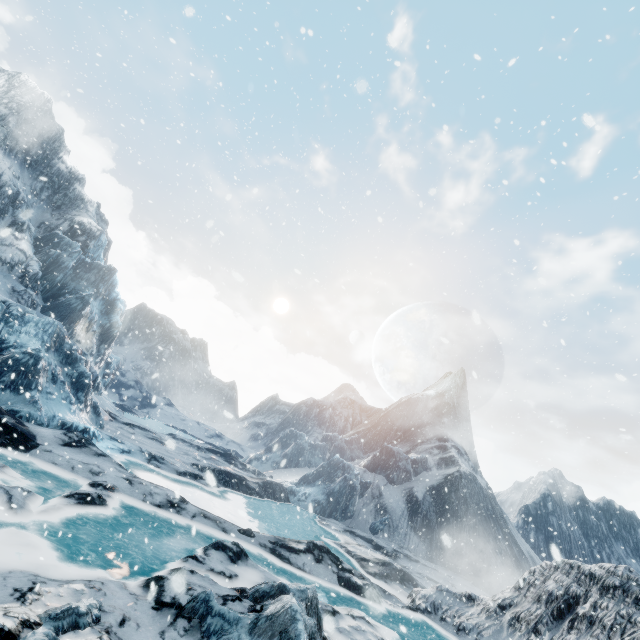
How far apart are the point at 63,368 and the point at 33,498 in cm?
1525
